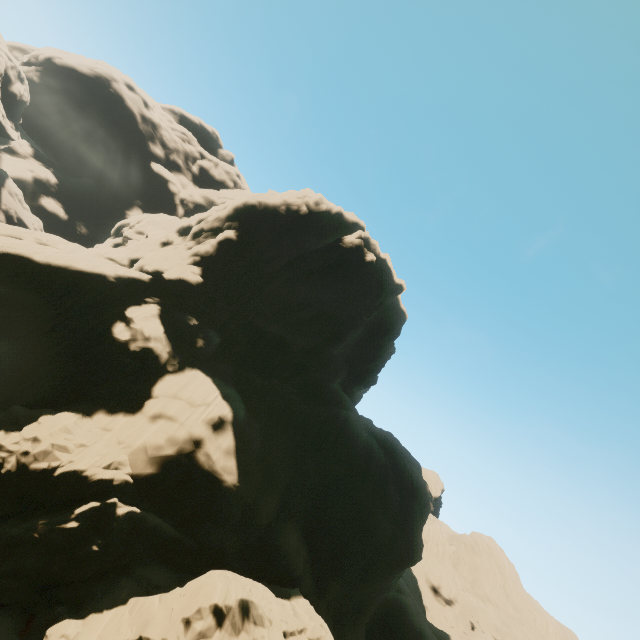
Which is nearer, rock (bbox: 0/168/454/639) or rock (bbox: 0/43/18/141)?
rock (bbox: 0/168/454/639)

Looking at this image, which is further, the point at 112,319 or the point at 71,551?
the point at 112,319

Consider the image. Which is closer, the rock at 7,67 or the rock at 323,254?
the rock at 323,254
